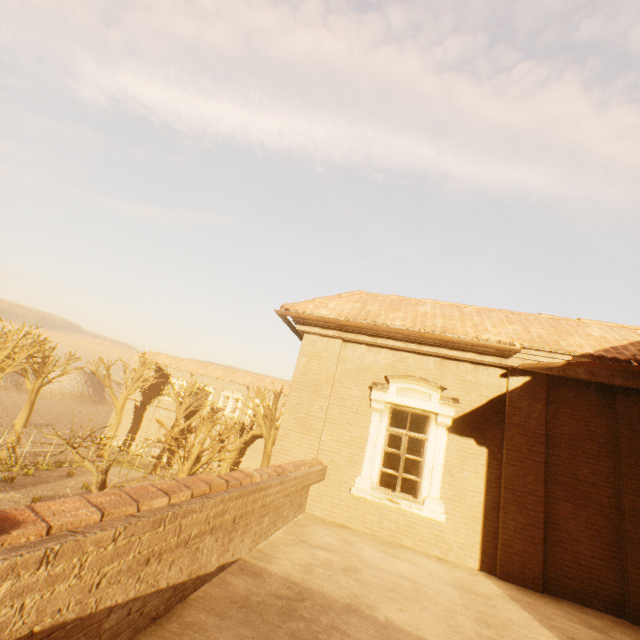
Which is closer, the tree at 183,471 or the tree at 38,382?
the tree at 183,471

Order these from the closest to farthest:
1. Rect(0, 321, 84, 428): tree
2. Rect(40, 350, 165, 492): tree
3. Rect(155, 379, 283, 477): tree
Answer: Rect(40, 350, 165, 492): tree
Rect(155, 379, 283, 477): tree
Rect(0, 321, 84, 428): tree

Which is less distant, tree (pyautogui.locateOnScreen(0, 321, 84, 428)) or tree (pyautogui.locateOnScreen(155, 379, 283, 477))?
tree (pyautogui.locateOnScreen(155, 379, 283, 477))

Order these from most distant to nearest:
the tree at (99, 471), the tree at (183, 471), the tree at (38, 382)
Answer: the tree at (38, 382) → the tree at (183, 471) → the tree at (99, 471)

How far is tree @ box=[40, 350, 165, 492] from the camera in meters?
11.3 m

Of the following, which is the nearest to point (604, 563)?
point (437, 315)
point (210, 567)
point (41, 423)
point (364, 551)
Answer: point (364, 551)
